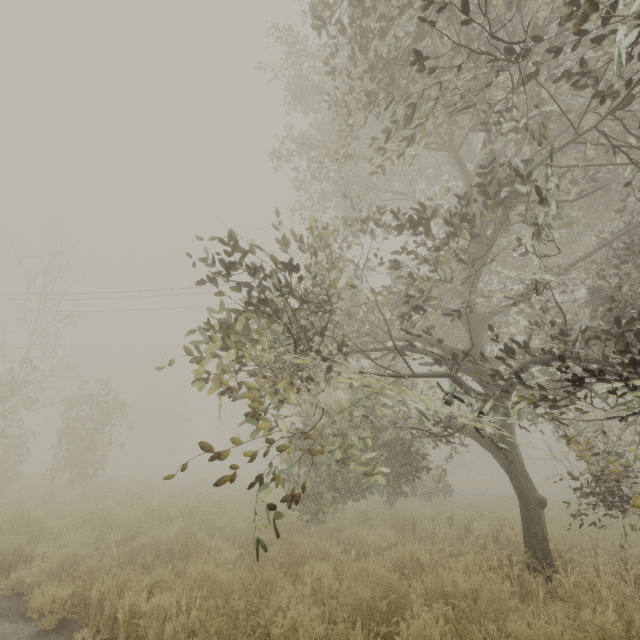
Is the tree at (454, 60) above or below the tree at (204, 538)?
above

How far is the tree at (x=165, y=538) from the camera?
5.9m

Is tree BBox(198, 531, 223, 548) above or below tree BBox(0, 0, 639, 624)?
below

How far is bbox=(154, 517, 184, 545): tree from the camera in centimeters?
594cm

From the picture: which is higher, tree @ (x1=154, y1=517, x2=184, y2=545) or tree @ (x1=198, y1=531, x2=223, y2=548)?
tree @ (x1=198, y1=531, x2=223, y2=548)

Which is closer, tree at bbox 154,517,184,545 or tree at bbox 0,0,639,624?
tree at bbox 0,0,639,624

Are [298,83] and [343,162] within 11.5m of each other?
yes
